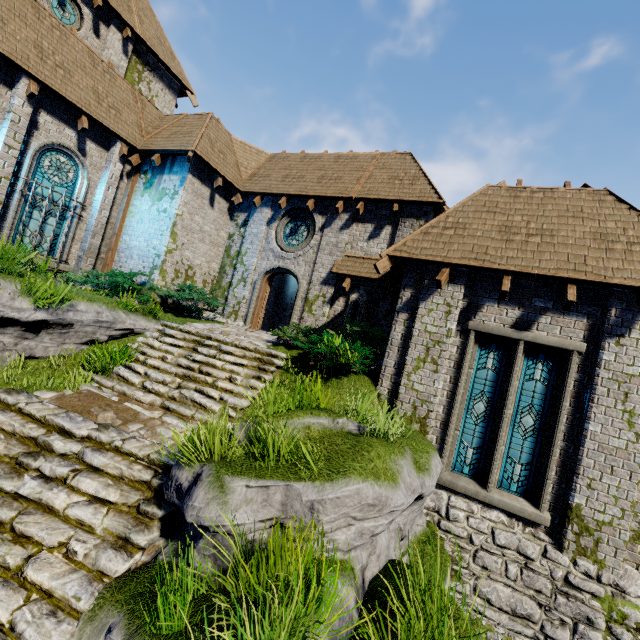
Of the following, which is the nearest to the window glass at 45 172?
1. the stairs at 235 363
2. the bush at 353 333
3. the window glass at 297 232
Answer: the stairs at 235 363

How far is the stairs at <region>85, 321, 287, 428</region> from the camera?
7.3m

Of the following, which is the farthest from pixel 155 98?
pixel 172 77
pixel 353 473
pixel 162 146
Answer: pixel 353 473

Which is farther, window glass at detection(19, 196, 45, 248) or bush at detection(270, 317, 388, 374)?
window glass at detection(19, 196, 45, 248)

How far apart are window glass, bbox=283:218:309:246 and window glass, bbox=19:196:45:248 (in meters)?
7.70

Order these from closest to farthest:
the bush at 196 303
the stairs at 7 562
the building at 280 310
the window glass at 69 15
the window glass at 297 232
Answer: the stairs at 7 562 → the bush at 196 303 → the window glass at 69 15 → the window glass at 297 232 → the building at 280 310

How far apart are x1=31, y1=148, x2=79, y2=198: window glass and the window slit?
10.7m

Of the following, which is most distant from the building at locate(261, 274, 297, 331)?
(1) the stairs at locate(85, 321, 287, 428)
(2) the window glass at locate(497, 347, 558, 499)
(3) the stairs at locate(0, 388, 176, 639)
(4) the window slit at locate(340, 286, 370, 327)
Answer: (3) the stairs at locate(0, 388, 176, 639)
